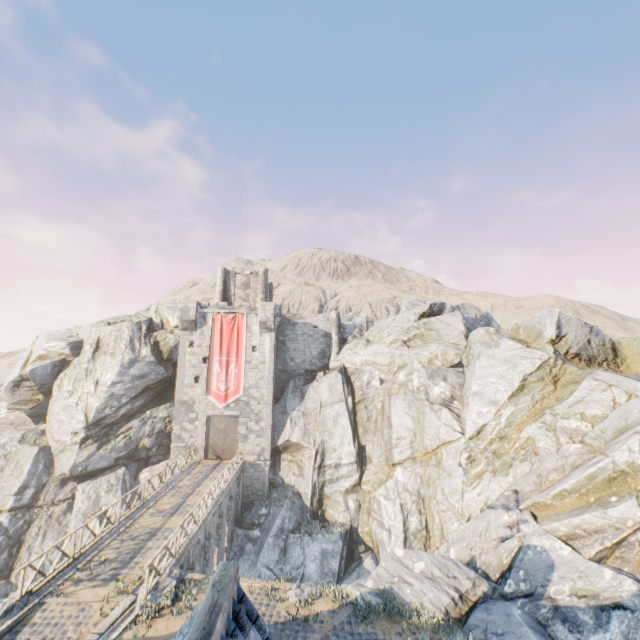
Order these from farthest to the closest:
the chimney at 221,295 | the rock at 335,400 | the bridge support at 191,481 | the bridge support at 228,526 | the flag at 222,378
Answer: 1. the chimney at 221,295
2. the flag at 222,378
3. the bridge support at 228,526
4. the bridge support at 191,481
5. the rock at 335,400

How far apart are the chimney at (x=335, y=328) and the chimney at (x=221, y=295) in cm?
1189

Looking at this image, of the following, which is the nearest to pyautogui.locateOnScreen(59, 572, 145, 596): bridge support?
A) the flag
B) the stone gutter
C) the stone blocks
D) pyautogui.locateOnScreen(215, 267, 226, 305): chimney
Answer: the stone blocks

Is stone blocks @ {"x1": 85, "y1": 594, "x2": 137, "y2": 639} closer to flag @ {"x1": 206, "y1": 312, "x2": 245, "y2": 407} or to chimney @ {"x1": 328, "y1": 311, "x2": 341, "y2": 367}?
flag @ {"x1": 206, "y1": 312, "x2": 245, "y2": 407}

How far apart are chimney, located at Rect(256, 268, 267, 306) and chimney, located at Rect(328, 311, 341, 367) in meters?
7.3

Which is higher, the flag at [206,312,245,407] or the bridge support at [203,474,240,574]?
the flag at [206,312,245,407]

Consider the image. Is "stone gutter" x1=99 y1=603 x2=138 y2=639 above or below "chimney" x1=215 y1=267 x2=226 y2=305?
below

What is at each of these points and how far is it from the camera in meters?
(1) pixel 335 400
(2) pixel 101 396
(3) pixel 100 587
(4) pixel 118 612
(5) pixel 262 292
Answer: (1) rock, 30.1
(2) rock, 29.0
(3) bridge support, 11.9
(4) stone blocks, 10.7
(5) chimney, 36.6
